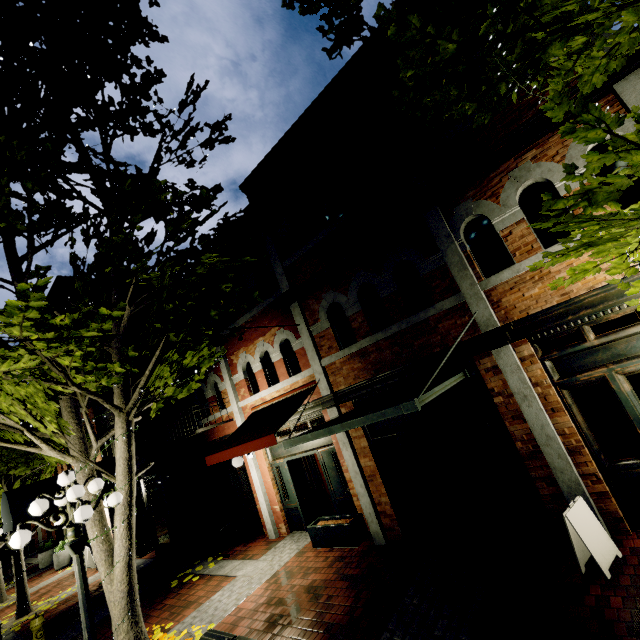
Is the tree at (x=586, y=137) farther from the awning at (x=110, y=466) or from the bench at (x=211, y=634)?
the bench at (x=211, y=634)

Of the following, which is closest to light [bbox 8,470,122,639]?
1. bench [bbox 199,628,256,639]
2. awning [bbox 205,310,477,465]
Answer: bench [bbox 199,628,256,639]

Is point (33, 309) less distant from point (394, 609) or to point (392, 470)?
point (394, 609)

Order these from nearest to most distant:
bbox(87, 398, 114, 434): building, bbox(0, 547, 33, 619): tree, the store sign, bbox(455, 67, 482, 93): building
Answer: the store sign < bbox(455, 67, 482, 93): building < bbox(0, 547, 33, 619): tree < bbox(87, 398, 114, 434): building

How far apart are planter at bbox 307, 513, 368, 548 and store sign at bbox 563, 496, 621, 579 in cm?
428

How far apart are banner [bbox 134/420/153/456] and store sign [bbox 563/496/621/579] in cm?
1282

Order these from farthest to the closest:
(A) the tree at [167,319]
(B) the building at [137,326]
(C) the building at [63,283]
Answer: (B) the building at [137,326] < (C) the building at [63,283] < (A) the tree at [167,319]

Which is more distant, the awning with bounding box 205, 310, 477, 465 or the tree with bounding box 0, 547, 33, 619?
the tree with bounding box 0, 547, 33, 619
